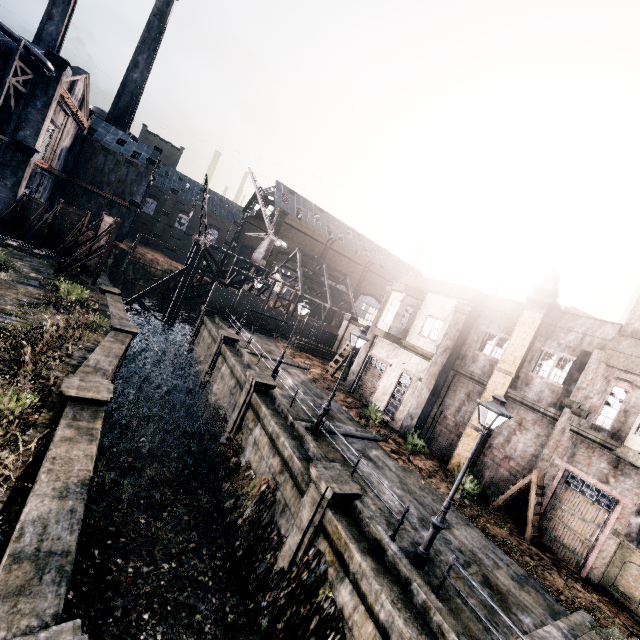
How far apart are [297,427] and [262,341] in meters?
17.6 m

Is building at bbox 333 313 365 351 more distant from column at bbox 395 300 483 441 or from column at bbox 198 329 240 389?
column at bbox 395 300 483 441

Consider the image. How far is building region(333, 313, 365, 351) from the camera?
42.2 meters

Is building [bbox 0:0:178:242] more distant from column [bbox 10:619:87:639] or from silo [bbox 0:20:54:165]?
column [bbox 10:619:87:639]

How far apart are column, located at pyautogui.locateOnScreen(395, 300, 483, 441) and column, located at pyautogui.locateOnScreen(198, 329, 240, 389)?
14.1m

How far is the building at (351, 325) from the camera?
42.2m

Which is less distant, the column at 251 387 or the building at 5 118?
the column at 251 387

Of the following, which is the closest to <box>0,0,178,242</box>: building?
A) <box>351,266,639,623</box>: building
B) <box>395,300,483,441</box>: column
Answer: <box>351,266,639,623</box>: building
